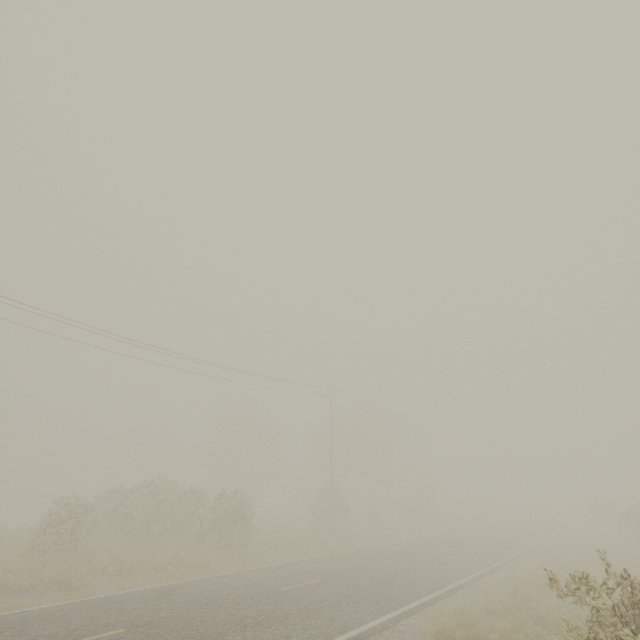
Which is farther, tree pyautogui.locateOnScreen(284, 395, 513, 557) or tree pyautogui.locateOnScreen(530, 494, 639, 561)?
tree pyautogui.locateOnScreen(284, 395, 513, 557)

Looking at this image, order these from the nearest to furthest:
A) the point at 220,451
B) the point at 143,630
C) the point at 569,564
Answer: the point at 143,630 → the point at 569,564 → the point at 220,451

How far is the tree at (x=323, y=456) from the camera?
26.47m

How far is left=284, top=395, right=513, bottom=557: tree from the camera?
26.5m

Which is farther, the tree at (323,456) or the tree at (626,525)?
the tree at (323,456)
